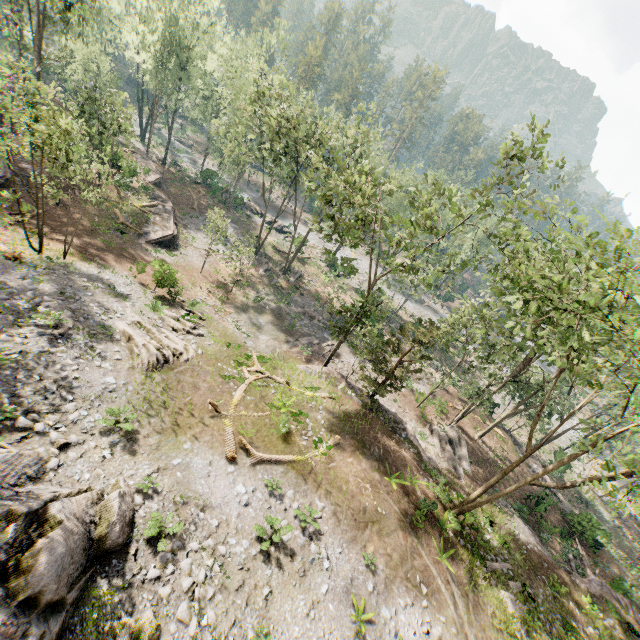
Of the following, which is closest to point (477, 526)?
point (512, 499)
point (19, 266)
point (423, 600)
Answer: point (423, 600)

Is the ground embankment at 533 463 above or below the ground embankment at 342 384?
below

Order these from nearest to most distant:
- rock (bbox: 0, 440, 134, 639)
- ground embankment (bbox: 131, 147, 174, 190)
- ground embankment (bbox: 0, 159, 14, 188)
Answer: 1. rock (bbox: 0, 440, 134, 639)
2. ground embankment (bbox: 0, 159, 14, 188)
3. ground embankment (bbox: 131, 147, 174, 190)

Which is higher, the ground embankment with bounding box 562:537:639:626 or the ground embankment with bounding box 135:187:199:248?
the ground embankment with bounding box 562:537:639:626

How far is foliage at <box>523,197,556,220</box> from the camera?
12.8 meters

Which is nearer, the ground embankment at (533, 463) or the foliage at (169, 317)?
the foliage at (169, 317)

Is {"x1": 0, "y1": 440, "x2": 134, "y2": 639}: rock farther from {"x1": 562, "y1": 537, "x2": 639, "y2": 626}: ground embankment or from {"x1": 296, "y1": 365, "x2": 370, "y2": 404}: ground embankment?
{"x1": 562, "y1": 537, "x2": 639, "y2": 626}: ground embankment
